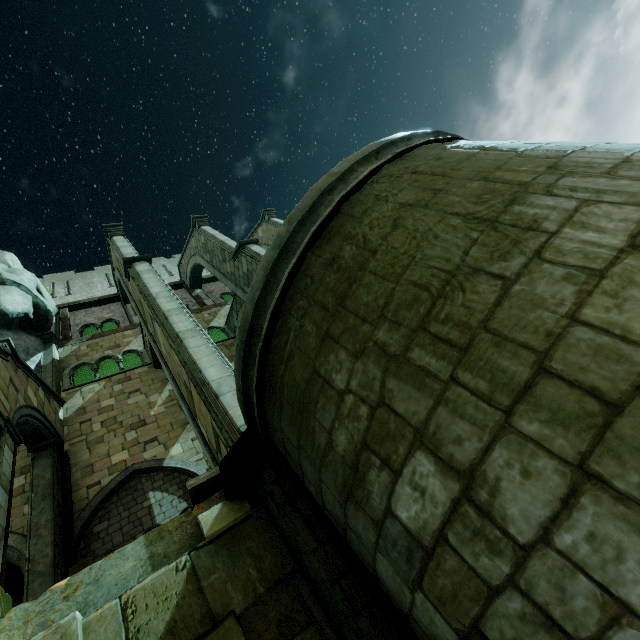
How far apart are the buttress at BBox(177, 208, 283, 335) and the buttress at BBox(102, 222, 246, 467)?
3.2m

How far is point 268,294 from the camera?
3.54m

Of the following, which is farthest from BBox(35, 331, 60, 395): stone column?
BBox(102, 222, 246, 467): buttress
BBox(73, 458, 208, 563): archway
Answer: BBox(73, 458, 208, 563): archway

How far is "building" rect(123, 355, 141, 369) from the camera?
18.44m

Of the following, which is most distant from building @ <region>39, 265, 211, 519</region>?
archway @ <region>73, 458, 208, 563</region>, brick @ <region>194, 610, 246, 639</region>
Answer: brick @ <region>194, 610, 246, 639</region>

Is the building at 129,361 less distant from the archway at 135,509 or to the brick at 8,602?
the archway at 135,509

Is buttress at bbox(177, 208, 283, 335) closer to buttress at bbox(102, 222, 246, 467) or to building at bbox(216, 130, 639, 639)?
building at bbox(216, 130, 639, 639)

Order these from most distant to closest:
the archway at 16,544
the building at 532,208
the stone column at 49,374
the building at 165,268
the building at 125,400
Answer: the building at 165,268 < the stone column at 49,374 < the building at 125,400 < the archway at 16,544 < the building at 532,208
